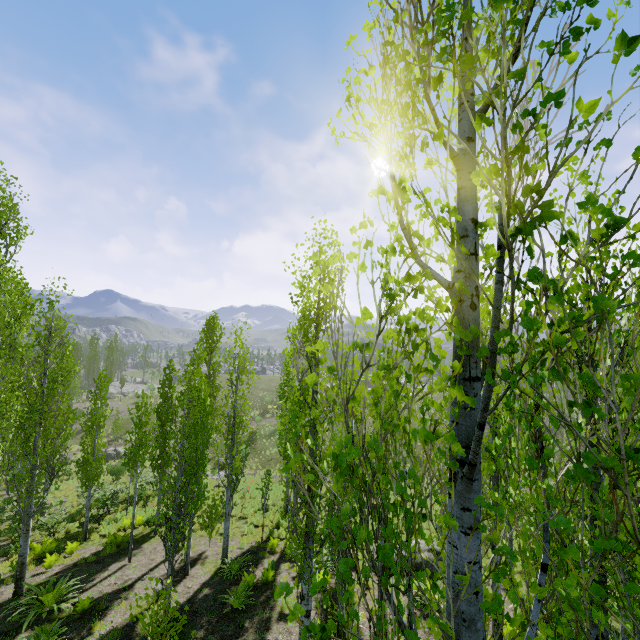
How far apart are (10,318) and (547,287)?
12.08m

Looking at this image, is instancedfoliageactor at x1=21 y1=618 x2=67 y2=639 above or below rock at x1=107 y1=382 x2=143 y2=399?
above

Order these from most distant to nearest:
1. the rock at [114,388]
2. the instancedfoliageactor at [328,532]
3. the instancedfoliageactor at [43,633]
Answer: the rock at [114,388] < the instancedfoliageactor at [43,633] < the instancedfoliageactor at [328,532]

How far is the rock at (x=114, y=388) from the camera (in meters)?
52.58

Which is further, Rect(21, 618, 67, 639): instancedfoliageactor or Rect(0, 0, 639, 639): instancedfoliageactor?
Rect(21, 618, 67, 639): instancedfoliageactor

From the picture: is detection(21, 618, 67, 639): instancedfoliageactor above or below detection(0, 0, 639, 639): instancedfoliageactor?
below

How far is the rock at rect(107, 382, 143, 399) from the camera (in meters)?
52.58

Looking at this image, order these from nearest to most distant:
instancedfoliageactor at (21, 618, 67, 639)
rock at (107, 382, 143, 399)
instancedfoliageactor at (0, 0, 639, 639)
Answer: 1. instancedfoliageactor at (0, 0, 639, 639)
2. instancedfoliageactor at (21, 618, 67, 639)
3. rock at (107, 382, 143, 399)
